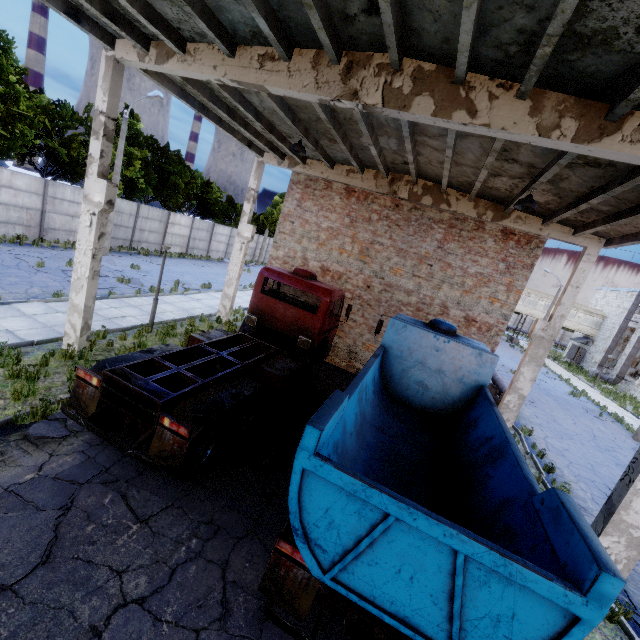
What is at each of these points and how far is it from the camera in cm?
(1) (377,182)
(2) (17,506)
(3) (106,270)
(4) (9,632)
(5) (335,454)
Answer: (1) column beam, 1255
(2) asphalt debris, 478
(3) asphalt debris, 1788
(4) asphalt debris, 350
(5) truck, 452

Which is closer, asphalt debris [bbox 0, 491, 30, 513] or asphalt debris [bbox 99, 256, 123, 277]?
asphalt debris [bbox 0, 491, 30, 513]

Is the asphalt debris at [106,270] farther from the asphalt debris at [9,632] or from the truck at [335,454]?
the truck at [335,454]

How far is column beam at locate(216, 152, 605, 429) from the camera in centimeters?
1088cm

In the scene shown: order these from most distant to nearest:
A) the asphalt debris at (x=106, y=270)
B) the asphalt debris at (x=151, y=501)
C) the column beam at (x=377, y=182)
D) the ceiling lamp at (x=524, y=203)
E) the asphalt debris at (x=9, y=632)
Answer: the asphalt debris at (x=106, y=270), the column beam at (x=377, y=182), the ceiling lamp at (x=524, y=203), the asphalt debris at (x=151, y=501), the asphalt debris at (x=9, y=632)

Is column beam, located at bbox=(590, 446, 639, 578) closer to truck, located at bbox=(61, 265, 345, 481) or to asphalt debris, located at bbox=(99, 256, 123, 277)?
truck, located at bbox=(61, 265, 345, 481)

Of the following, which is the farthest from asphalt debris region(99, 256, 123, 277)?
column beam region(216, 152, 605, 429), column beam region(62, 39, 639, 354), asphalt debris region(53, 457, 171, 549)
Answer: asphalt debris region(53, 457, 171, 549)

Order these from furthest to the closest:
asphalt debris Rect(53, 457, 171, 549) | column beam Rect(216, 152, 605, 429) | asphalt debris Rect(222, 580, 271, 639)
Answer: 1. column beam Rect(216, 152, 605, 429)
2. asphalt debris Rect(53, 457, 171, 549)
3. asphalt debris Rect(222, 580, 271, 639)
